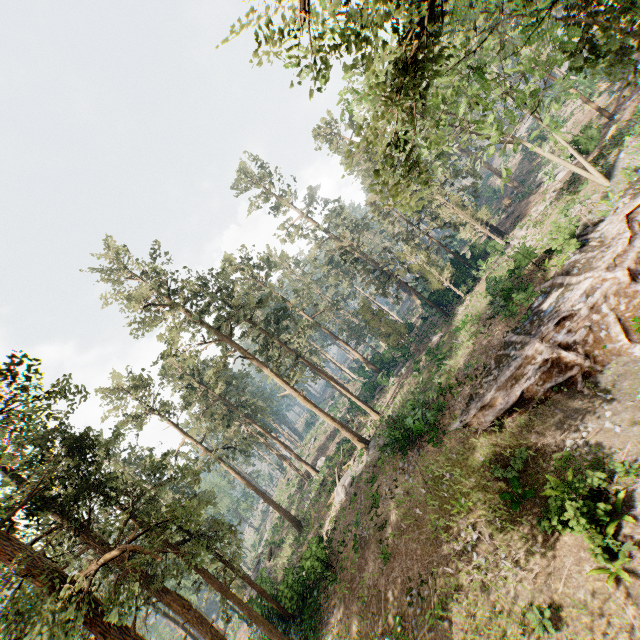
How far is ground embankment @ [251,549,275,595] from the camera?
29.47m

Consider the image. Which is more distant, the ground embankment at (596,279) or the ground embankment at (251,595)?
the ground embankment at (251,595)

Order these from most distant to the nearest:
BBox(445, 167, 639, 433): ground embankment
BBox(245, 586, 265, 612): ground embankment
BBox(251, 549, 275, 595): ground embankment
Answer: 1. BBox(251, 549, 275, 595): ground embankment
2. BBox(245, 586, 265, 612): ground embankment
3. BBox(445, 167, 639, 433): ground embankment

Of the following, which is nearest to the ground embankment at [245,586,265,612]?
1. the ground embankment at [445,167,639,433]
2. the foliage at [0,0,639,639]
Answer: the foliage at [0,0,639,639]

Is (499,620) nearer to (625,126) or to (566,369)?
(566,369)

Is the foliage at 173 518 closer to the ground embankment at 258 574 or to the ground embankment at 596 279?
the ground embankment at 258 574

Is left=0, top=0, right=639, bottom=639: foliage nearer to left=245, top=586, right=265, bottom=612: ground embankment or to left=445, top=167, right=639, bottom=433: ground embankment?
left=245, top=586, right=265, bottom=612: ground embankment
